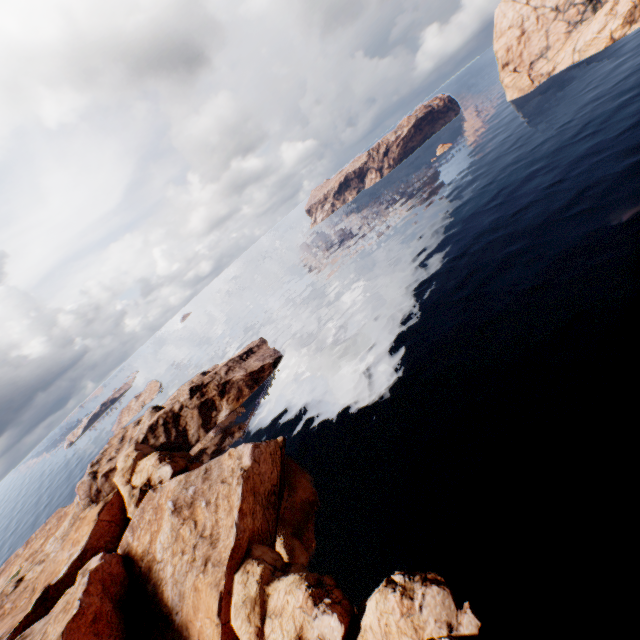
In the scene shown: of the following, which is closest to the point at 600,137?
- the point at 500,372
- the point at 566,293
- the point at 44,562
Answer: the point at 566,293
